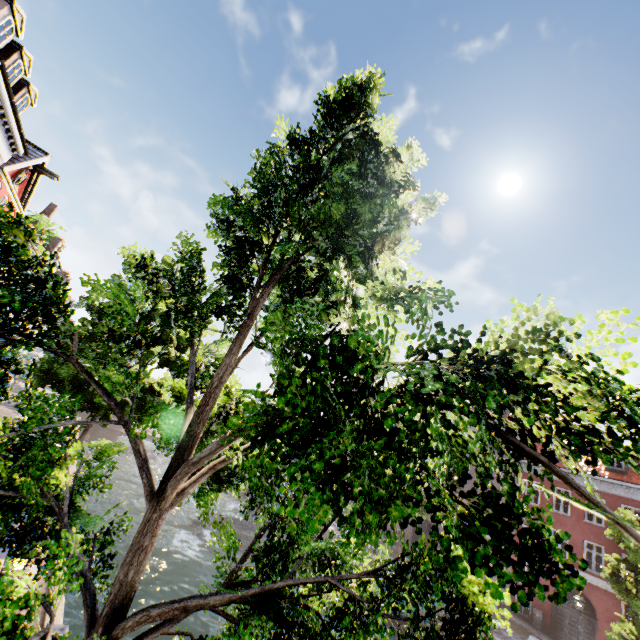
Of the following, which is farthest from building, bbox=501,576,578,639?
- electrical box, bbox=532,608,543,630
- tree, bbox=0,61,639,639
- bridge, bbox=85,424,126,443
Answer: bridge, bbox=85,424,126,443

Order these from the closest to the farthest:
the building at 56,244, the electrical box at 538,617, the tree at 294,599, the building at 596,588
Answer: the tree at 294,599, the building at 596,588, the electrical box at 538,617, the building at 56,244

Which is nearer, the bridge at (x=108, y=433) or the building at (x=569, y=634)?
the building at (x=569, y=634)

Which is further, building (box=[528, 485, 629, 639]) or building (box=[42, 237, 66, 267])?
building (box=[42, 237, 66, 267])

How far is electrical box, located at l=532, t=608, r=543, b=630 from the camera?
22.1m

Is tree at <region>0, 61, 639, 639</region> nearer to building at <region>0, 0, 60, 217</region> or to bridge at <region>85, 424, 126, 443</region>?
bridge at <region>85, 424, 126, 443</region>

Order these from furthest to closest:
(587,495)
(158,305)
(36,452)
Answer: (158,305) → (36,452) → (587,495)
